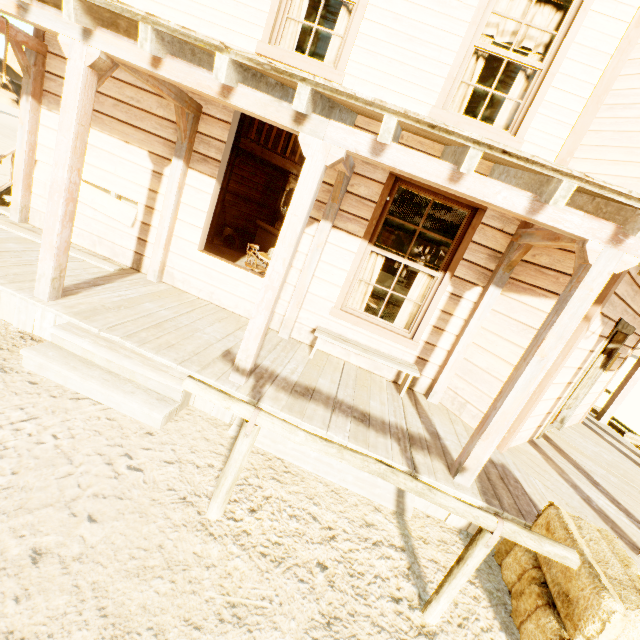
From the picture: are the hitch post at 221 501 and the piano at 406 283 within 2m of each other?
no

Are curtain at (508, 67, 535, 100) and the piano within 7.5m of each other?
no

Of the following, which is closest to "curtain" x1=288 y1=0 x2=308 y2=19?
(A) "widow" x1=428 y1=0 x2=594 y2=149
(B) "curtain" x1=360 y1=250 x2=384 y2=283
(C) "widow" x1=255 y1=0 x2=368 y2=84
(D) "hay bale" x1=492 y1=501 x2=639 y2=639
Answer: (C) "widow" x1=255 y1=0 x2=368 y2=84

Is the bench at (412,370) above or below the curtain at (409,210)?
below

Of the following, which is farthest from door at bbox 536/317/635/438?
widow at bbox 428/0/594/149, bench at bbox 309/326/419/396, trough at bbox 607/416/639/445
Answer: trough at bbox 607/416/639/445

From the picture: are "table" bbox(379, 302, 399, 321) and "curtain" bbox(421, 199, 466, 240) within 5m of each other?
yes

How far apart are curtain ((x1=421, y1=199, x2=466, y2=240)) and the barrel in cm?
666

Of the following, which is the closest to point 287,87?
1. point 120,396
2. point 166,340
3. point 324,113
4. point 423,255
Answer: point 324,113
